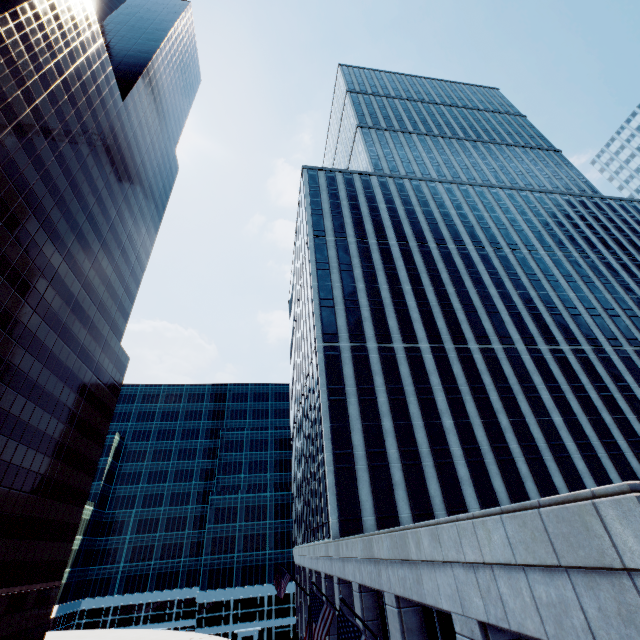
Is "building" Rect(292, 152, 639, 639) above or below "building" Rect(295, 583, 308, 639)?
above

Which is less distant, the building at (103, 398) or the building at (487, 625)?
the building at (487, 625)

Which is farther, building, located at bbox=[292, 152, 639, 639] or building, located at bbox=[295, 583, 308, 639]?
building, located at bbox=[295, 583, 308, 639]

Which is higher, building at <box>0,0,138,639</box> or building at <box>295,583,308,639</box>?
building at <box>0,0,138,639</box>

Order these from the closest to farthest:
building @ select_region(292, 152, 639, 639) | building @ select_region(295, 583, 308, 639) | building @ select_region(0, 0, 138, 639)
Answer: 1. building @ select_region(292, 152, 639, 639)
2. building @ select_region(0, 0, 138, 639)
3. building @ select_region(295, 583, 308, 639)

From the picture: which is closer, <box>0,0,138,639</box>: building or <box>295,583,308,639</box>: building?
<box>0,0,138,639</box>: building

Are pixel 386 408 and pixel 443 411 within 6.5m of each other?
yes

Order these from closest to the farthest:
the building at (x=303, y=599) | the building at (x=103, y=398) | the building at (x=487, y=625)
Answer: the building at (x=487, y=625), the building at (x=103, y=398), the building at (x=303, y=599)
